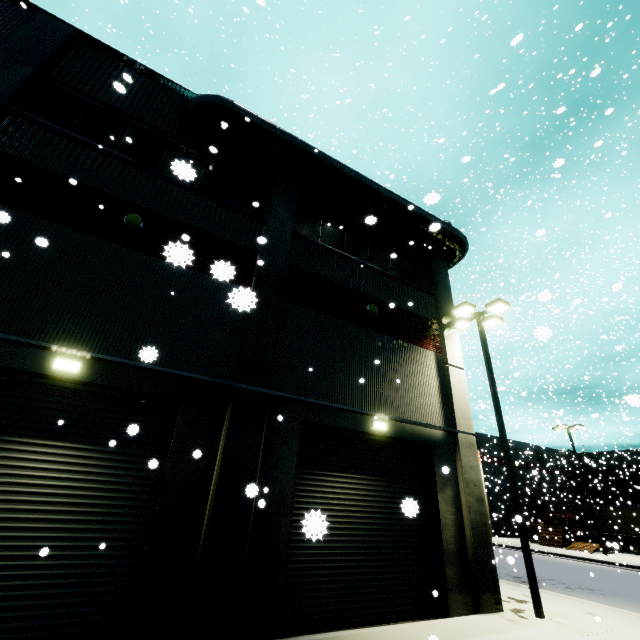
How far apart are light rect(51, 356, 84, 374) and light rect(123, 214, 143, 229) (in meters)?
3.73

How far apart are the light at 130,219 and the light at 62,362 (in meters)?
3.73

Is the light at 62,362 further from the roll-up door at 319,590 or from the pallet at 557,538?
the pallet at 557,538

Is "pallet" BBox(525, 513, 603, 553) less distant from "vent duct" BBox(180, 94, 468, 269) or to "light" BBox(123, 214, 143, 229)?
"vent duct" BBox(180, 94, 468, 269)

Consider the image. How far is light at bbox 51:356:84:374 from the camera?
6.5m

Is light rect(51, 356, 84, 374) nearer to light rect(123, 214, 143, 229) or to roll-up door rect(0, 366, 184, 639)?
roll-up door rect(0, 366, 184, 639)

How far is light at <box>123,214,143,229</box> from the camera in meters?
8.5

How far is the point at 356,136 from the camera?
26.8m
